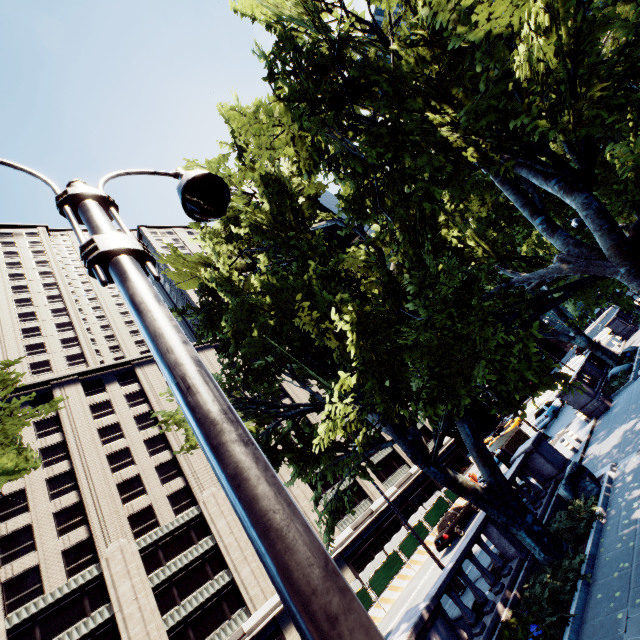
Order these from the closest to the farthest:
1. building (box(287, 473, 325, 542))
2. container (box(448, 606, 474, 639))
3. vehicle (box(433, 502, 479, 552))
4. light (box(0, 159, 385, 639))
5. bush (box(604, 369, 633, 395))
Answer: light (box(0, 159, 385, 639)), container (box(448, 606, 474, 639)), bush (box(604, 369, 633, 395)), vehicle (box(433, 502, 479, 552)), building (box(287, 473, 325, 542))

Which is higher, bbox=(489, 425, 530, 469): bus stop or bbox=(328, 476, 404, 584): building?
bbox=(328, 476, 404, 584): building

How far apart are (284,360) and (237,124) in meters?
9.3

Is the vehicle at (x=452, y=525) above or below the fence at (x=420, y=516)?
below

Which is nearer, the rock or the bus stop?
the rock

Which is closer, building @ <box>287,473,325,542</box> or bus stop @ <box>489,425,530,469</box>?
bus stop @ <box>489,425,530,469</box>

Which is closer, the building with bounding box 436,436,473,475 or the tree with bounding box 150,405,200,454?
the tree with bounding box 150,405,200,454

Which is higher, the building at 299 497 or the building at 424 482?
the building at 299 497
